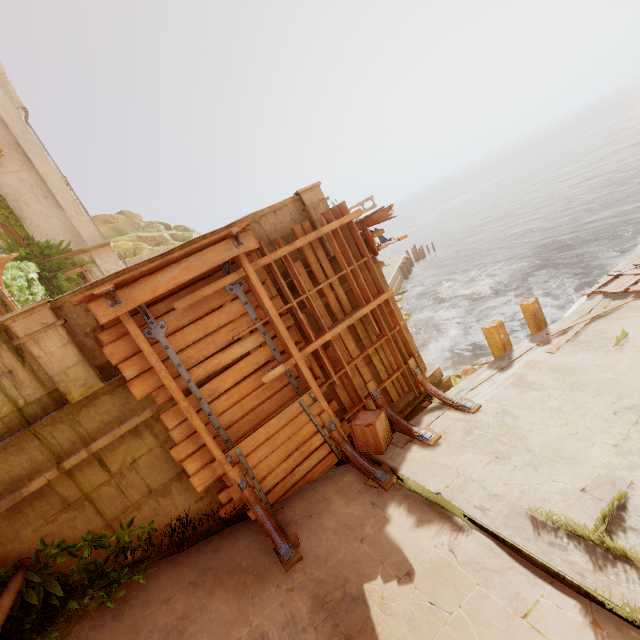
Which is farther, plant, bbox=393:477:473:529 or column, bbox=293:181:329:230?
column, bbox=293:181:329:230

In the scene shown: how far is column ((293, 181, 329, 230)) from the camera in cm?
661

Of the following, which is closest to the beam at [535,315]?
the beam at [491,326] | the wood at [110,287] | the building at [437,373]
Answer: the beam at [491,326]

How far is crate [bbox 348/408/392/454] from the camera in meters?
6.0

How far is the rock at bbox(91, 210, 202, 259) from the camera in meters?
27.0

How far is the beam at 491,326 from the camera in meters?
8.5

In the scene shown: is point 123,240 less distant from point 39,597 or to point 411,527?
point 39,597

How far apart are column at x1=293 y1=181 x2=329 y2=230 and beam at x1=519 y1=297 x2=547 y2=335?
6.1m
